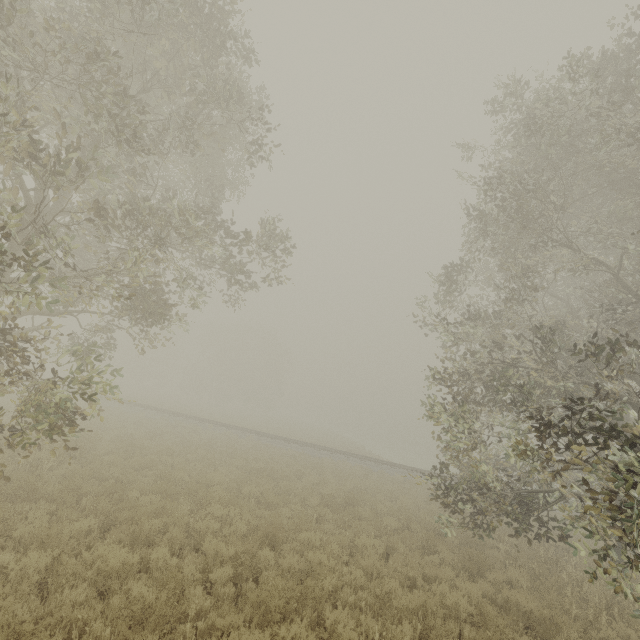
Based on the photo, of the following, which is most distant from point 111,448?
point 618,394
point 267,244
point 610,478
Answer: point 618,394
